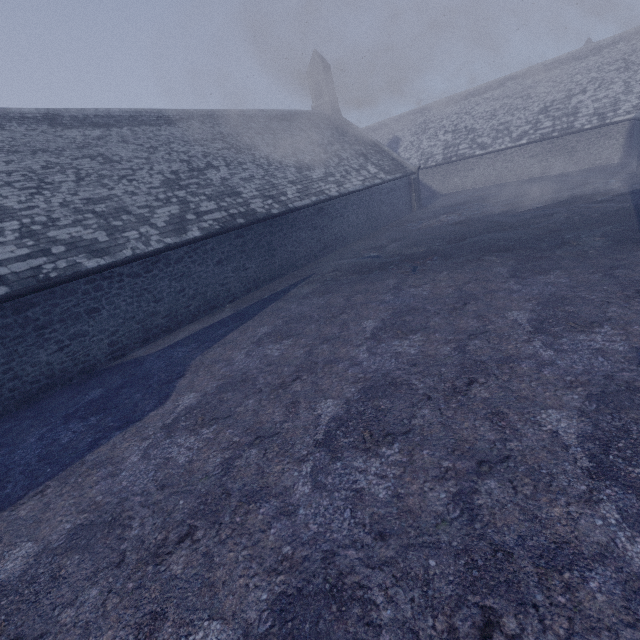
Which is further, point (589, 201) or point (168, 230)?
point (589, 201)
